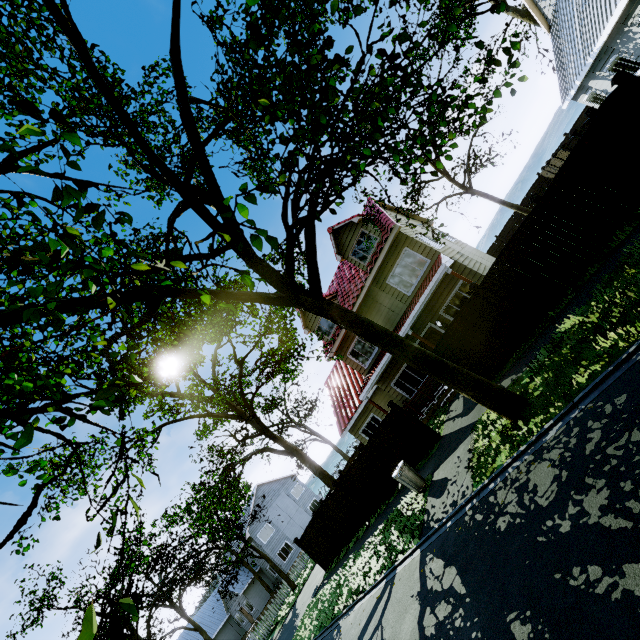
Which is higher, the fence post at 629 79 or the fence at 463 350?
the fence post at 629 79

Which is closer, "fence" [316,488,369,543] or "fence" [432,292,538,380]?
"fence" [432,292,538,380]

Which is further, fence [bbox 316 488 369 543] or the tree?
fence [bbox 316 488 369 543]

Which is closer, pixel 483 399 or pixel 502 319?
pixel 483 399

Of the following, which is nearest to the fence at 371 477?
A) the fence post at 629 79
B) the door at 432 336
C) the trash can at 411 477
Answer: the fence post at 629 79

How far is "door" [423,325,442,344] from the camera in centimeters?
1590cm

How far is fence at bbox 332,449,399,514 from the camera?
13.8 meters

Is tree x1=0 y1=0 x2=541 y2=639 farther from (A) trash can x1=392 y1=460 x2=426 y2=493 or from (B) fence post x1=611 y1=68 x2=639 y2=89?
(A) trash can x1=392 y1=460 x2=426 y2=493
